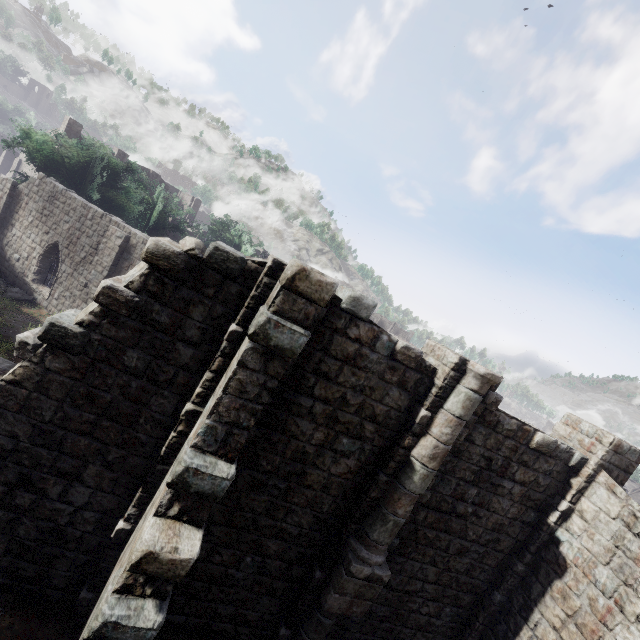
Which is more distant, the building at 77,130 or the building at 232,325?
the building at 77,130

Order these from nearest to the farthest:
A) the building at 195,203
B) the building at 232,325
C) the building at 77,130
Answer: the building at 232,325 → the building at 77,130 → the building at 195,203

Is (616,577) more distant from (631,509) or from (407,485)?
(407,485)

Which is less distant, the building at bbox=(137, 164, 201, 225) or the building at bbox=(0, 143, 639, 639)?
the building at bbox=(0, 143, 639, 639)

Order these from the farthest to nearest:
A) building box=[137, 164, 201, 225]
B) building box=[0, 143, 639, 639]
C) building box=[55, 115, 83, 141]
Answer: building box=[137, 164, 201, 225] < building box=[55, 115, 83, 141] < building box=[0, 143, 639, 639]

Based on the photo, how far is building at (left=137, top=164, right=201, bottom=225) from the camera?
41.2 meters
